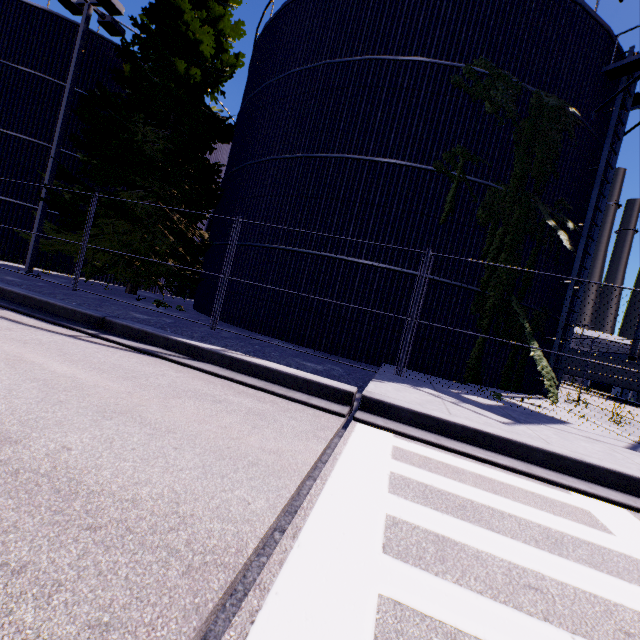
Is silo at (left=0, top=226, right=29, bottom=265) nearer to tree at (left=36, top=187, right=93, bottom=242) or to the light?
tree at (left=36, top=187, right=93, bottom=242)

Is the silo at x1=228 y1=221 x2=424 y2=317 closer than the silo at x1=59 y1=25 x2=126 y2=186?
Yes

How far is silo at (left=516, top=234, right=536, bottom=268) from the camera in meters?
9.9

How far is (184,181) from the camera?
13.8 meters

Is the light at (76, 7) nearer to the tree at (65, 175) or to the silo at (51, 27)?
the tree at (65, 175)

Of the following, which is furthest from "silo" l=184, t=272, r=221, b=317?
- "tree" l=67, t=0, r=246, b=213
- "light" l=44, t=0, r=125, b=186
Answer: "light" l=44, t=0, r=125, b=186

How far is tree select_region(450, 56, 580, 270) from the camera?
9.35m

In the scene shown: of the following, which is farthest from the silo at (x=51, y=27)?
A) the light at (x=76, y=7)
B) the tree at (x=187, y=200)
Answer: the light at (x=76, y=7)
